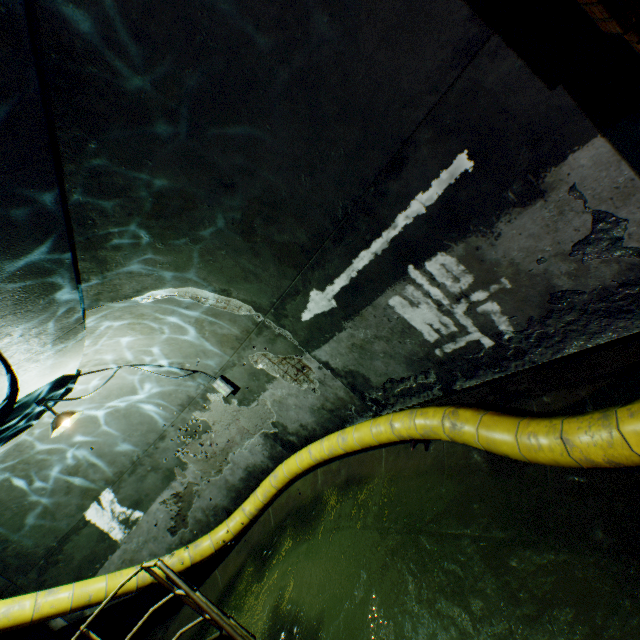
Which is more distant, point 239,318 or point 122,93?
point 239,318

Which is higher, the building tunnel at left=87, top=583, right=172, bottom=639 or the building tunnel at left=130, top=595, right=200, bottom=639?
the building tunnel at left=87, top=583, right=172, bottom=639

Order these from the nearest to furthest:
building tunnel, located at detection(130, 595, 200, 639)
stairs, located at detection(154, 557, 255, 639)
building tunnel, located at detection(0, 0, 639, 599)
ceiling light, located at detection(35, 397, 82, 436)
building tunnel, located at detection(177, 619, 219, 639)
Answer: building tunnel, located at detection(0, 0, 639, 599)
stairs, located at detection(154, 557, 255, 639)
ceiling light, located at detection(35, 397, 82, 436)
building tunnel, located at detection(177, 619, 219, 639)
building tunnel, located at detection(130, 595, 200, 639)

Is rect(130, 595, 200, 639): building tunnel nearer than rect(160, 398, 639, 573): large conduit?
No

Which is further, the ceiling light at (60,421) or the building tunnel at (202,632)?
the building tunnel at (202,632)

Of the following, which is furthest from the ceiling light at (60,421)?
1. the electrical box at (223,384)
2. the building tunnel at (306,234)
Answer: the electrical box at (223,384)

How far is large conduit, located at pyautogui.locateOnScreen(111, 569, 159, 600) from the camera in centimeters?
574cm

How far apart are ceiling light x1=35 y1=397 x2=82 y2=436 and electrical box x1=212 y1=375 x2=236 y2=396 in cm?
223
